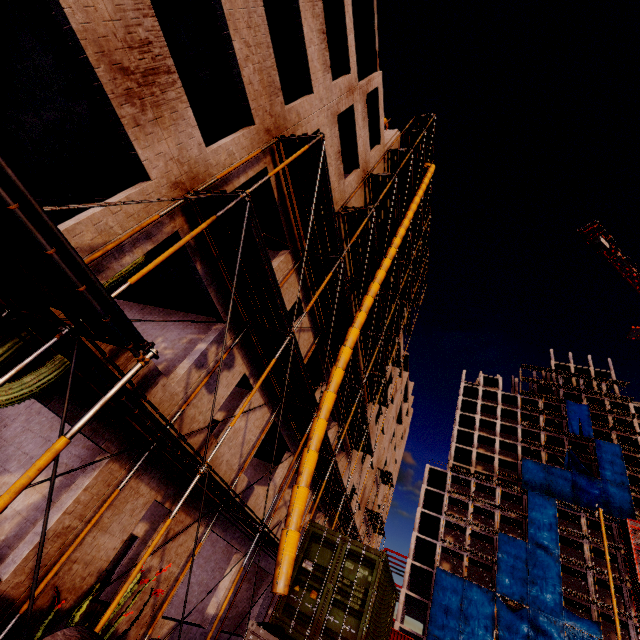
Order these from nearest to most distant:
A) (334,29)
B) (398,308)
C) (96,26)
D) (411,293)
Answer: (96,26), (334,29), (398,308), (411,293)

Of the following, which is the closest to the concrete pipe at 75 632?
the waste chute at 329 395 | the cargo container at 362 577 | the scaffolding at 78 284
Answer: the scaffolding at 78 284

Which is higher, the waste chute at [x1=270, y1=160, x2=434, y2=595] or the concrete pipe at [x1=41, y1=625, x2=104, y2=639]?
the waste chute at [x1=270, y1=160, x2=434, y2=595]

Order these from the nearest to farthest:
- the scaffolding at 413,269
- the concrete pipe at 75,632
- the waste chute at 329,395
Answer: the concrete pipe at 75,632, the waste chute at 329,395, the scaffolding at 413,269

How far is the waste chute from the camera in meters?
7.3 m

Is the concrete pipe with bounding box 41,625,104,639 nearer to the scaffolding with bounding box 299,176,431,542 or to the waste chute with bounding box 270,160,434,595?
the scaffolding with bounding box 299,176,431,542

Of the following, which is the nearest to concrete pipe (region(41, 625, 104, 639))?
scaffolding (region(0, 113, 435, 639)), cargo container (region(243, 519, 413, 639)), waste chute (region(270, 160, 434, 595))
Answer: scaffolding (region(0, 113, 435, 639))

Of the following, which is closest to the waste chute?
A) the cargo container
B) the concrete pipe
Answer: the cargo container
